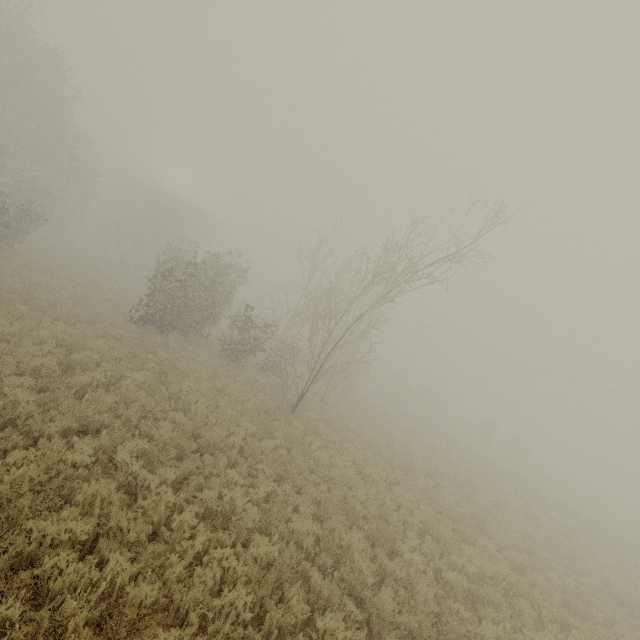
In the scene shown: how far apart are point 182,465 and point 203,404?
3.8m

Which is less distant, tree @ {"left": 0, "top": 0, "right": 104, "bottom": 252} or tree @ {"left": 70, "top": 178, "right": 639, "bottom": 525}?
tree @ {"left": 70, "top": 178, "right": 639, "bottom": 525}

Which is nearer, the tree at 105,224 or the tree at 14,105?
the tree at 105,224
